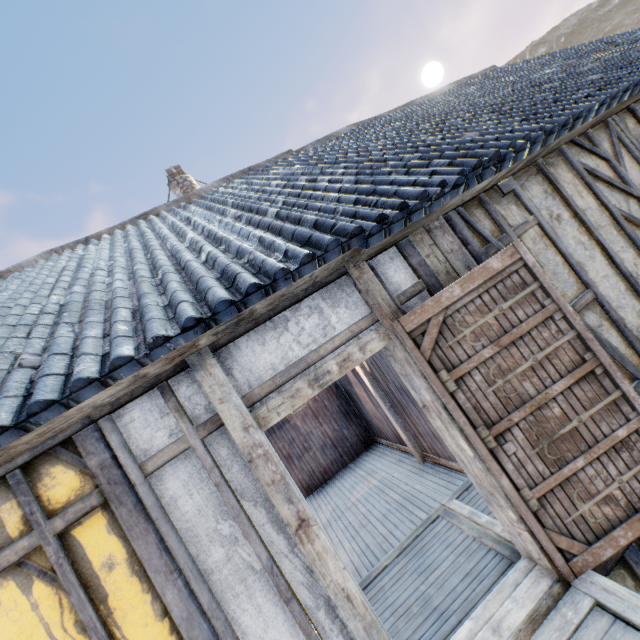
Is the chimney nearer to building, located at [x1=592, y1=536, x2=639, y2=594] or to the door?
building, located at [x1=592, y1=536, x2=639, y2=594]

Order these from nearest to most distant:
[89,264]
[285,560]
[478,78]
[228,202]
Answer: [285,560], [89,264], [228,202], [478,78]

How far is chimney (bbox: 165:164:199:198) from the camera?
9.0 meters

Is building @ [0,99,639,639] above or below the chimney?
below

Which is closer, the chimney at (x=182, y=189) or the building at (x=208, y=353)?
the building at (x=208, y=353)

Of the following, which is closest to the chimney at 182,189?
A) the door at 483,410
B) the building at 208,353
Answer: the building at 208,353

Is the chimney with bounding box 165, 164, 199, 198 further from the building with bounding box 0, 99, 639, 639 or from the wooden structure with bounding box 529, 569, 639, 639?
the wooden structure with bounding box 529, 569, 639, 639
